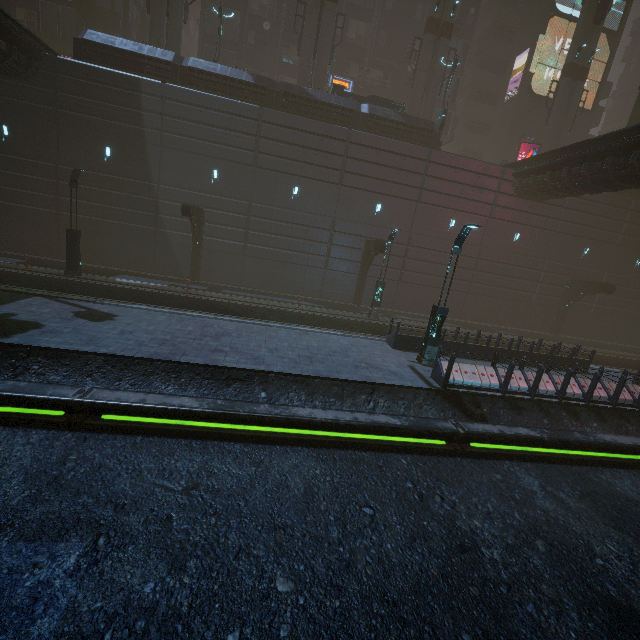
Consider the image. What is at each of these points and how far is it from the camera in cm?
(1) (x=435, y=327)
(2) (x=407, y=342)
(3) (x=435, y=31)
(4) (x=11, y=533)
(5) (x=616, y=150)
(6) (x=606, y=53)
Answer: (1) street light, 1320
(2) building, 1480
(3) sm, 2481
(4) train rail, 499
(5) building, 1678
(6) sign, 3244

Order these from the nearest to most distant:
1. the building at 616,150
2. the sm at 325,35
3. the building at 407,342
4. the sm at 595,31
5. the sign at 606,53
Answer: the building at 407,342 < the building at 616,150 < the sm at 325,35 < the sm at 595,31 < the sign at 606,53

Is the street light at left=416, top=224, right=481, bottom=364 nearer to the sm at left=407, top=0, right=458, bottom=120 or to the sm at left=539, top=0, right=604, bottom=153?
the sm at left=407, top=0, right=458, bottom=120

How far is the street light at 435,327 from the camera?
12.07m

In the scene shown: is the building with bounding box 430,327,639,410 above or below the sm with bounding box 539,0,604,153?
below

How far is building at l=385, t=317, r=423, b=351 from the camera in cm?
1467

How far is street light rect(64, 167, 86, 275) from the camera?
16.59m

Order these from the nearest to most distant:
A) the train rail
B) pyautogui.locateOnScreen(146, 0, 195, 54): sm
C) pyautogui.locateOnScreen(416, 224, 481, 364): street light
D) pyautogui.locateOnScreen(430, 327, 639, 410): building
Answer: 1. the train rail
2. pyautogui.locateOnScreen(430, 327, 639, 410): building
3. pyautogui.locateOnScreen(416, 224, 481, 364): street light
4. pyautogui.locateOnScreen(146, 0, 195, 54): sm
